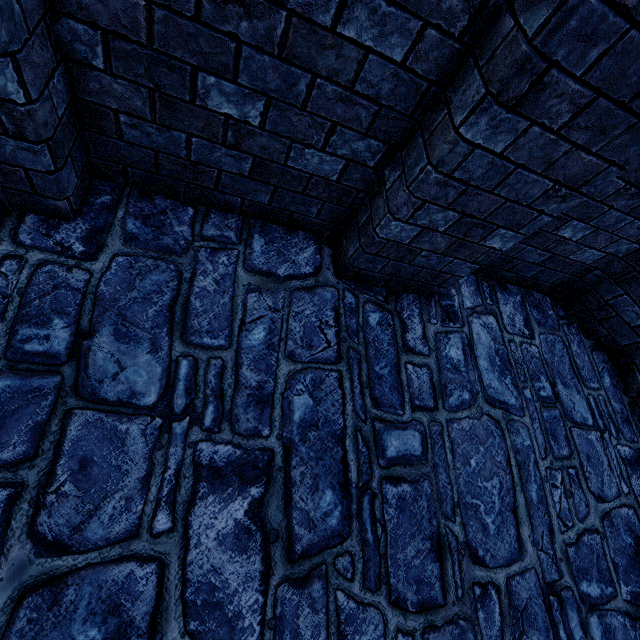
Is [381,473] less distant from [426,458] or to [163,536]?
[426,458]
